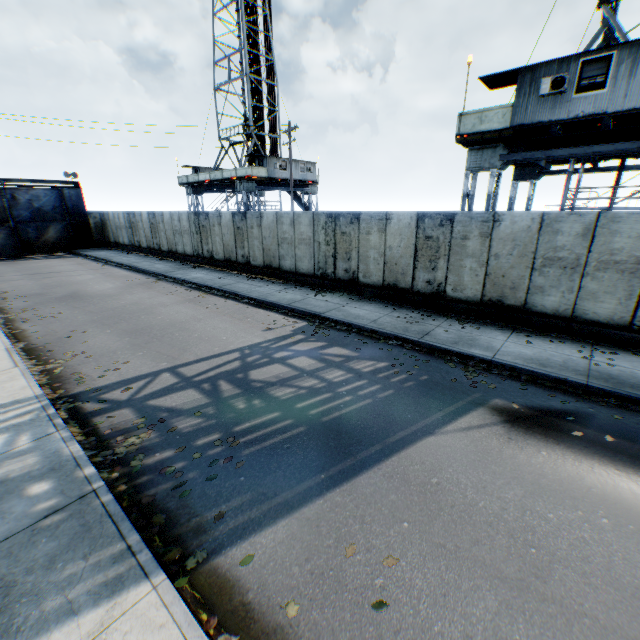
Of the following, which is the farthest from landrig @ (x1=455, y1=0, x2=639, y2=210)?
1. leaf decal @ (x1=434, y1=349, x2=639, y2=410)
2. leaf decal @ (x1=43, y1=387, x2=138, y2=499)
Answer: leaf decal @ (x1=43, y1=387, x2=138, y2=499)

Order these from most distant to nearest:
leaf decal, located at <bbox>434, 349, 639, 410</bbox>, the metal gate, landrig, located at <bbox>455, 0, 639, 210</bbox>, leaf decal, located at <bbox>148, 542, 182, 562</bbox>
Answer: the metal gate, landrig, located at <bbox>455, 0, 639, 210</bbox>, leaf decal, located at <bbox>434, 349, 639, 410</bbox>, leaf decal, located at <bbox>148, 542, 182, 562</bbox>

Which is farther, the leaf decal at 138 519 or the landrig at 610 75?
the landrig at 610 75

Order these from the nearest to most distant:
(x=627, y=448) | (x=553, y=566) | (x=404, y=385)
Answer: (x=553, y=566) → (x=627, y=448) → (x=404, y=385)

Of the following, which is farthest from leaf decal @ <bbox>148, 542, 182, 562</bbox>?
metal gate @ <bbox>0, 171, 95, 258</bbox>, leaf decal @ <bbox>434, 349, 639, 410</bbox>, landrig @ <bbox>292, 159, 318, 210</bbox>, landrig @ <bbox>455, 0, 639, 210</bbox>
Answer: metal gate @ <bbox>0, 171, 95, 258</bbox>

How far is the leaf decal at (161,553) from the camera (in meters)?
3.70

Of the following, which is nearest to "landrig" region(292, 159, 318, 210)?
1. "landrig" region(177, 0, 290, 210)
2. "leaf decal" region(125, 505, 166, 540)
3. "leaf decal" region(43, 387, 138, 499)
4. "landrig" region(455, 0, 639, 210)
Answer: "landrig" region(177, 0, 290, 210)

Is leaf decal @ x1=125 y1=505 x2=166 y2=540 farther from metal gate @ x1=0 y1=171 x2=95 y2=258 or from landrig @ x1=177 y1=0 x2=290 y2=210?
metal gate @ x1=0 y1=171 x2=95 y2=258
